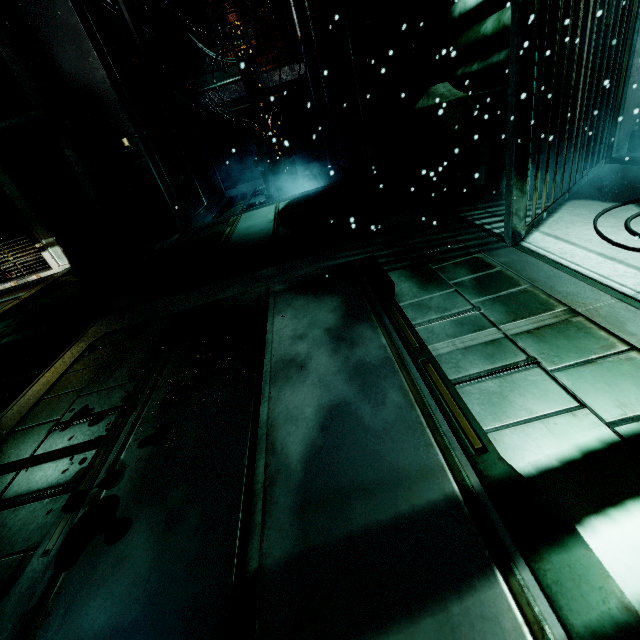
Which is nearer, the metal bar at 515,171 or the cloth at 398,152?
the metal bar at 515,171

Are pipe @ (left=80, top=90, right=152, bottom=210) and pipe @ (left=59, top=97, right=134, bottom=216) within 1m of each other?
yes

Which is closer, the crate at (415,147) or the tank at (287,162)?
the crate at (415,147)

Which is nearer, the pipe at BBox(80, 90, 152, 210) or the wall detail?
the wall detail

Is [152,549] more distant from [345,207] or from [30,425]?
[345,207]

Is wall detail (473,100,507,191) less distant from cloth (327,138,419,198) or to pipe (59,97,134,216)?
cloth (327,138,419,198)

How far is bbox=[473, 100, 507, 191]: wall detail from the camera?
3.0m

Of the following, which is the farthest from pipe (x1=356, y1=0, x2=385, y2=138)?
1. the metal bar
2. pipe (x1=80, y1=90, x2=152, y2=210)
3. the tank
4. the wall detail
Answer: pipe (x1=80, y1=90, x2=152, y2=210)
